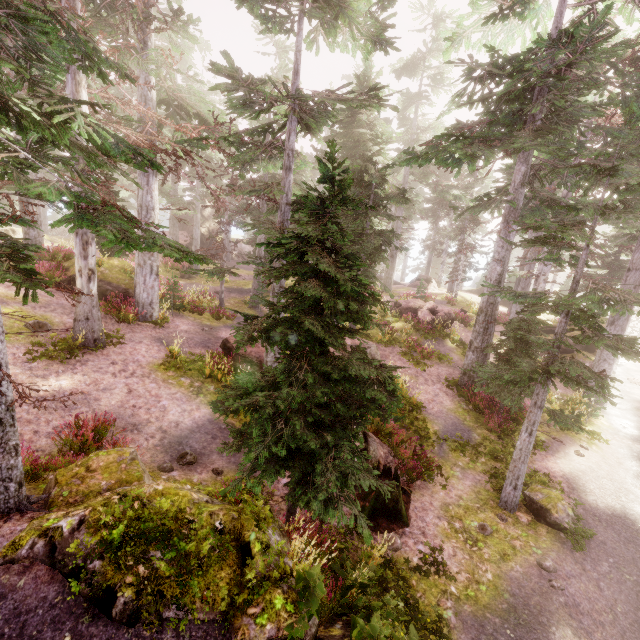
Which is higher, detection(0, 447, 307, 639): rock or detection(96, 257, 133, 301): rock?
detection(96, 257, 133, 301): rock

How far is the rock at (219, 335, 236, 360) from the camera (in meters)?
14.40

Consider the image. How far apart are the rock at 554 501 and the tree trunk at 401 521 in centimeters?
350cm

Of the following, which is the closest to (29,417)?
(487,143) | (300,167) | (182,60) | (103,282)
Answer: (103,282)

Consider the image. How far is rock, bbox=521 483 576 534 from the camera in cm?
929

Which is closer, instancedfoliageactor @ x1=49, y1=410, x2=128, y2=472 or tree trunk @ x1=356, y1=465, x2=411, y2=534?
instancedfoliageactor @ x1=49, y1=410, x2=128, y2=472

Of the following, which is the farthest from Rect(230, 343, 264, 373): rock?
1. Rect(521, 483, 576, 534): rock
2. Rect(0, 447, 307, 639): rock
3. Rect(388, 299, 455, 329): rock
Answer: Rect(0, 447, 307, 639): rock

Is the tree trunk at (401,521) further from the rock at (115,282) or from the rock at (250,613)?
the rock at (115,282)
